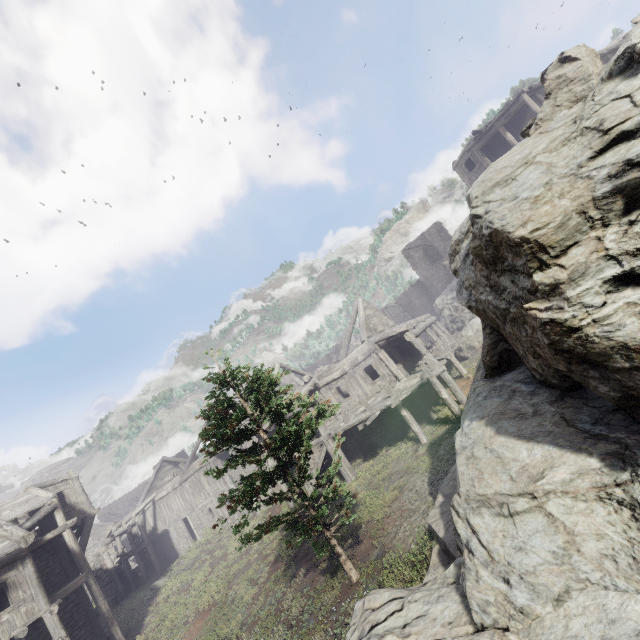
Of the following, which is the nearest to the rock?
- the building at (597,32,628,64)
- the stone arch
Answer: the building at (597,32,628,64)

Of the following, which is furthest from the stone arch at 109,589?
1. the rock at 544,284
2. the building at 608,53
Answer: the rock at 544,284

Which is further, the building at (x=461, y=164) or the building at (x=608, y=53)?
the building at (x=461, y=164)

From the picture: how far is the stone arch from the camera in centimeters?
2894cm

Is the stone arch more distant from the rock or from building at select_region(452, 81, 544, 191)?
the rock

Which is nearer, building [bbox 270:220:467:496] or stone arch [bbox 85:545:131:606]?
building [bbox 270:220:467:496]

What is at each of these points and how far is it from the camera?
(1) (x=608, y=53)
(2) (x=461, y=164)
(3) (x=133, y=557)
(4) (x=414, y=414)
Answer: (1) building, 20.9m
(2) building, 28.2m
(3) building, 41.2m
(4) building, 18.0m

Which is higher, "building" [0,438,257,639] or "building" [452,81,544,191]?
"building" [452,81,544,191]
